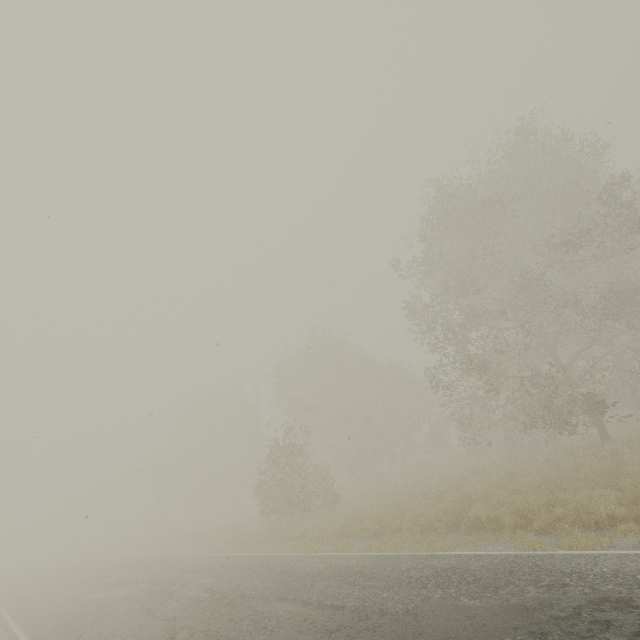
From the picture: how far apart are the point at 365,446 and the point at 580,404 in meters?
17.2
